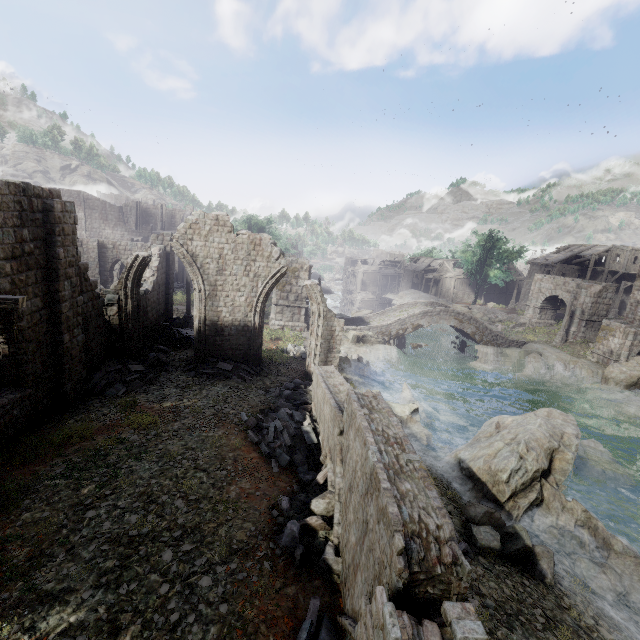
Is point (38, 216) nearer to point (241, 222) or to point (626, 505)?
point (626, 505)

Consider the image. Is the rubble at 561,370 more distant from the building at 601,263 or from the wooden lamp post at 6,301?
the wooden lamp post at 6,301

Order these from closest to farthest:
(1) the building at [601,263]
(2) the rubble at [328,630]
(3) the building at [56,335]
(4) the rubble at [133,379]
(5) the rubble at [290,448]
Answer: (2) the rubble at [328,630]
(5) the rubble at [290,448]
(3) the building at [56,335]
(4) the rubble at [133,379]
(1) the building at [601,263]

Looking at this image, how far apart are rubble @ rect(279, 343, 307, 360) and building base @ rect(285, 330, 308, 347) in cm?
1

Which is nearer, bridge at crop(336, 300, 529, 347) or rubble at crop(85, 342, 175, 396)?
rubble at crop(85, 342, 175, 396)

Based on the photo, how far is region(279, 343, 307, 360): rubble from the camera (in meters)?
21.12

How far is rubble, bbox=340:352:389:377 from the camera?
23.23m

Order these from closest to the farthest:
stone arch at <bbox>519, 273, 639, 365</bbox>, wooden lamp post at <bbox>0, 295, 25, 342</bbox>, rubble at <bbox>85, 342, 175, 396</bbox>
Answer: wooden lamp post at <bbox>0, 295, 25, 342</bbox> < rubble at <bbox>85, 342, 175, 396</bbox> < stone arch at <bbox>519, 273, 639, 365</bbox>
